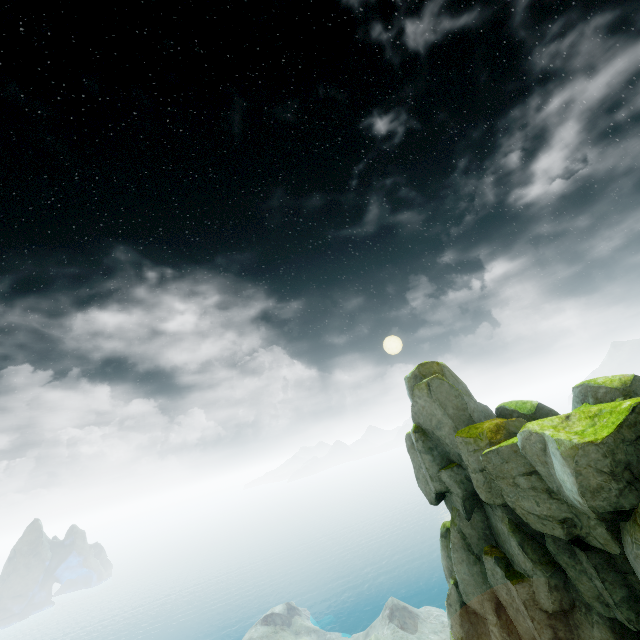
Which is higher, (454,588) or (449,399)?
(449,399)
